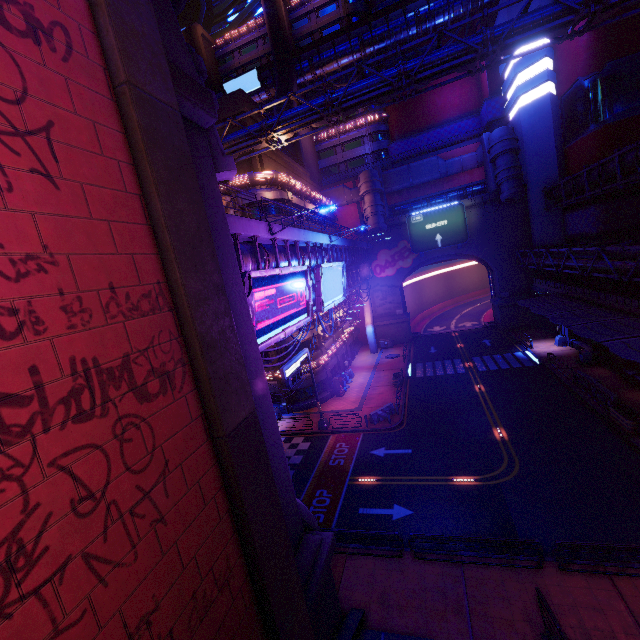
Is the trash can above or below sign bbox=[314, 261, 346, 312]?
below

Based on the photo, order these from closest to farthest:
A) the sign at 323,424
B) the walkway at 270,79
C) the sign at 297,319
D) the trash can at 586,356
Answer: the sign at 297,319 → the sign at 323,424 → the trash can at 586,356 → the walkway at 270,79

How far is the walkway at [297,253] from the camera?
12.5 meters

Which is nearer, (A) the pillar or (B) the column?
(B) the column

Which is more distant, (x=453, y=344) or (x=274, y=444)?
(x=453, y=344)

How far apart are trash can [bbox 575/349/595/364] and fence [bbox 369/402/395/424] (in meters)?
17.55

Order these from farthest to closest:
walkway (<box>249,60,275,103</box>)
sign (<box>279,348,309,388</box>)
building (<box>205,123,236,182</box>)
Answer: walkway (<box>249,60,275,103</box>), sign (<box>279,348,309,388</box>), building (<box>205,123,236,182</box>)

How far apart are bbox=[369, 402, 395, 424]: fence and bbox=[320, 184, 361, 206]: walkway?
33.2m
